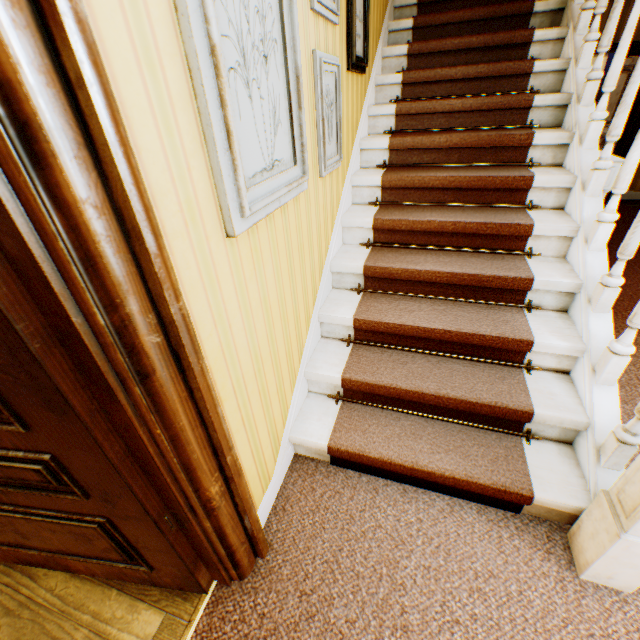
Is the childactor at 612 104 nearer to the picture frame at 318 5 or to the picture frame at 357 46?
the picture frame at 357 46

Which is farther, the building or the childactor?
the childactor

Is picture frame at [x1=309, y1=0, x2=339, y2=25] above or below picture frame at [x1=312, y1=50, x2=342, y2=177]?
above

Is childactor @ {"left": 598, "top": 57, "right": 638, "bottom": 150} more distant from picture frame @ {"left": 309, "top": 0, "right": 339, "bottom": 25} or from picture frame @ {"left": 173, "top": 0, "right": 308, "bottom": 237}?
picture frame @ {"left": 173, "top": 0, "right": 308, "bottom": 237}

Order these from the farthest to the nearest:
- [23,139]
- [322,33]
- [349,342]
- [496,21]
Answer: [496,21] → [349,342] → [322,33] → [23,139]

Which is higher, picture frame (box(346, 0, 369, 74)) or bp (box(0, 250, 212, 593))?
picture frame (box(346, 0, 369, 74))

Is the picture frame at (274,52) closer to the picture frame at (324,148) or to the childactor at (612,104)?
A: the picture frame at (324,148)

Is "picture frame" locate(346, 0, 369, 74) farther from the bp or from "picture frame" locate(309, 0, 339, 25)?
the bp
